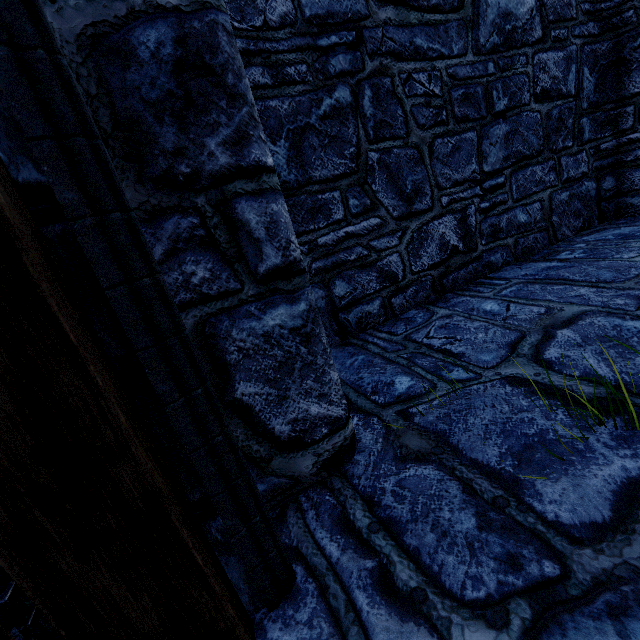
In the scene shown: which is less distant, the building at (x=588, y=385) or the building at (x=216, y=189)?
the building at (x=216, y=189)

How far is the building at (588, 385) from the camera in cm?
176

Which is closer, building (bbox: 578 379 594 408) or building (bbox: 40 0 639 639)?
building (bbox: 40 0 639 639)

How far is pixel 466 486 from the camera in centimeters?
150cm

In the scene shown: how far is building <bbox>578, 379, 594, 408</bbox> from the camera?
1.8 meters
